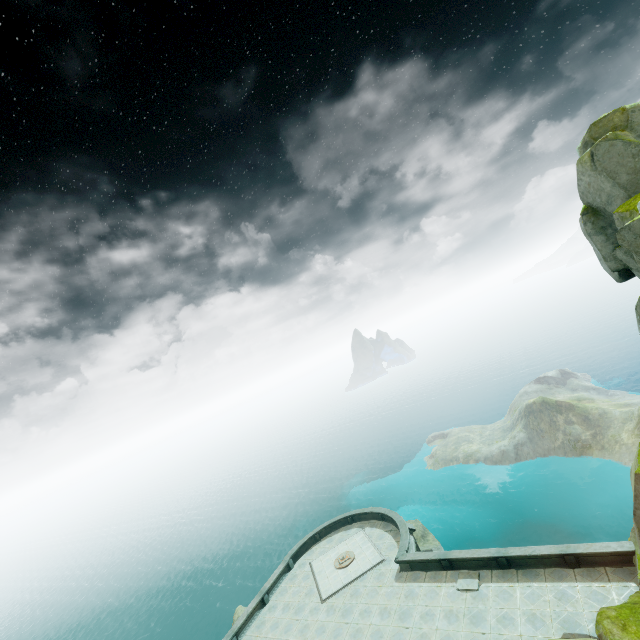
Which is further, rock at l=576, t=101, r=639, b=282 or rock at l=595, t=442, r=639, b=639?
rock at l=595, t=442, r=639, b=639

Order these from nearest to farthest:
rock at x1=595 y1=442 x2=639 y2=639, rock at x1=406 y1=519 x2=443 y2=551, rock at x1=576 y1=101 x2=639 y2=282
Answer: rock at x1=576 y1=101 x2=639 y2=282 < rock at x1=595 y1=442 x2=639 y2=639 < rock at x1=406 y1=519 x2=443 y2=551

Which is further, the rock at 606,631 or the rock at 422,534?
the rock at 422,534

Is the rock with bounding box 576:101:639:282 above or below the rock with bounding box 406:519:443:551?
above

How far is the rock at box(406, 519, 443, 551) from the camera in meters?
35.5

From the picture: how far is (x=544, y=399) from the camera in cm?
5094

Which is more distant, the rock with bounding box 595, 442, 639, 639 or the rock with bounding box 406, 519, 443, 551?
the rock with bounding box 406, 519, 443, 551

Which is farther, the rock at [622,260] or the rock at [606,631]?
the rock at [606,631]
